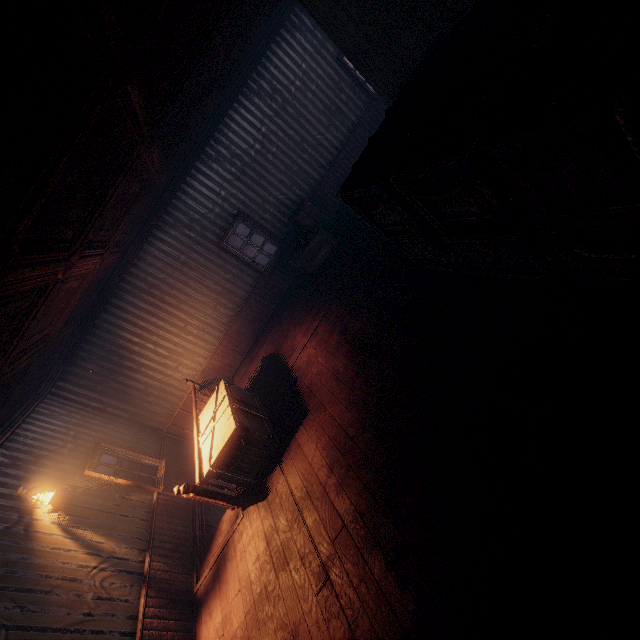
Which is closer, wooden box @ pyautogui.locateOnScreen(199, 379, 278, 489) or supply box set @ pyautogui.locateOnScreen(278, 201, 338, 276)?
wooden box @ pyautogui.locateOnScreen(199, 379, 278, 489)

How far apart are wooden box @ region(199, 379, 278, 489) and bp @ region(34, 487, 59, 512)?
2.3m

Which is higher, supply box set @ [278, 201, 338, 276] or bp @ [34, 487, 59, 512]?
bp @ [34, 487, 59, 512]

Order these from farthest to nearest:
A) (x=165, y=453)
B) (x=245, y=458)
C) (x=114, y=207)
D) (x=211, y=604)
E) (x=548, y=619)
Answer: (x=165, y=453)
(x=245, y=458)
(x=211, y=604)
(x=114, y=207)
(x=548, y=619)

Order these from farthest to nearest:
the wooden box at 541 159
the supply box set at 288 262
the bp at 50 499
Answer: the supply box set at 288 262 → the bp at 50 499 → the wooden box at 541 159

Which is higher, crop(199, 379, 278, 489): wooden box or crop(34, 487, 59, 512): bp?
crop(34, 487, 59, 512): bp

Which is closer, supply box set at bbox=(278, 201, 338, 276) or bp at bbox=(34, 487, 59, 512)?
bp at bbox=(34, 487, 59, 512)

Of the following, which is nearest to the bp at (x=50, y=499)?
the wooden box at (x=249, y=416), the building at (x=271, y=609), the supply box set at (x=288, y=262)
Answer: the building at (x=271, y=609)
